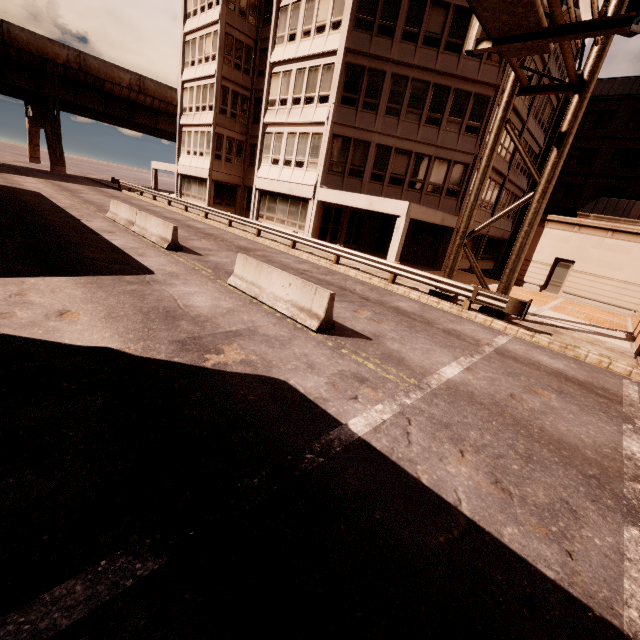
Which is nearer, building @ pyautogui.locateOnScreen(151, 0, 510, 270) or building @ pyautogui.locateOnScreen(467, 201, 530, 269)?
building @ pyautogui.locateOnScreen(151, 0, 510, 270)

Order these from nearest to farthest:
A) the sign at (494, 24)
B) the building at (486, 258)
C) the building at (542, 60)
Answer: the sign at (494, 24) → the building at (542, 60) → the building at (486, 258)

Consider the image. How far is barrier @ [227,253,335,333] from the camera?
7.77m

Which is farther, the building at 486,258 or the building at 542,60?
the building at 486,258

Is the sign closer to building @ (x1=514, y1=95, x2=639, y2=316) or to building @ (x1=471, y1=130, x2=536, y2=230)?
building @ (x1=471, y1=130, x2=536, y2=230)

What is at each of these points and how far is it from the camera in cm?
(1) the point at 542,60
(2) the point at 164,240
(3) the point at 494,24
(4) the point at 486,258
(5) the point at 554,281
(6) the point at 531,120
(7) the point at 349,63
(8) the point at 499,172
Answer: (1) building, 2248
(2) barrier, 1323
(3) sign, 479
(4) building, 3030
(5) building, 2170
(6) building, 2511
(7) building, 1870
(8) building, 2412

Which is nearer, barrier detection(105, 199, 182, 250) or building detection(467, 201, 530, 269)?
Result: barrier detection(105, 199, 182, 250)

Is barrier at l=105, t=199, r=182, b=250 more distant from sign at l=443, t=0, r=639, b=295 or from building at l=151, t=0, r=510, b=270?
sign at l=443, t=0, r=639, b=295
